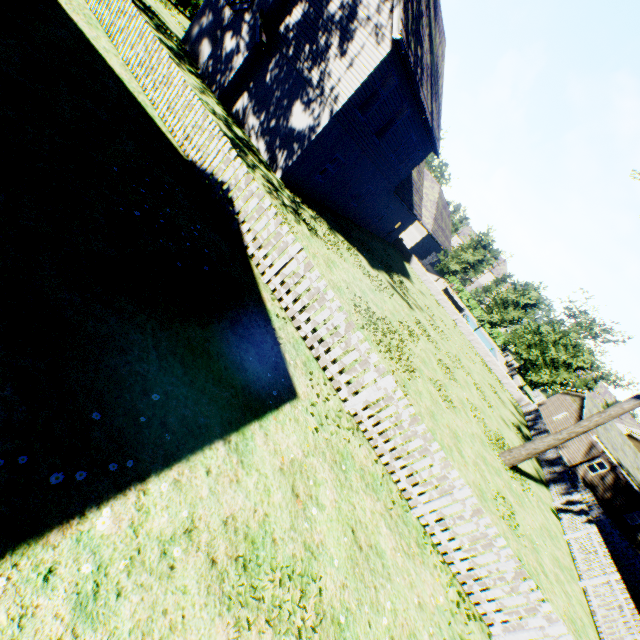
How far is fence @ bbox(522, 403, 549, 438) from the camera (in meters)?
23.30

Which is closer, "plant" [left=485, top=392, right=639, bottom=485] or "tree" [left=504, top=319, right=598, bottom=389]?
"plant" [left=485, top=392, right=639, bottom=485]

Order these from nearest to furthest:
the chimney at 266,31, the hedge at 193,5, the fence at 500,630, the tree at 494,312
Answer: the fence at 500,630, the chimney at 266,31, the hedge at 193,5, the tree at 494,312

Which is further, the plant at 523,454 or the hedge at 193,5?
the hedge at 193,5

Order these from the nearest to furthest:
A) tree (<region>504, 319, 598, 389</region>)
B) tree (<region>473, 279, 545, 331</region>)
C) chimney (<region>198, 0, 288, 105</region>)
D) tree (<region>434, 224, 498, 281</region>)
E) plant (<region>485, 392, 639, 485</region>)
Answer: plant (<region>485, 392, 639, 485</region>) < chimney (<region>198, 0, 288, 105</region>) < tree (<region>504, 319, 598, 389</region>) < tree (<region>473, 279, 545, 331</region>) < tree (<region>434, 224, 498, 281</region>)

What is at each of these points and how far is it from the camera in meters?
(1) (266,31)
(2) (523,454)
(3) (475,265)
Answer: (1) chimney, 14.2 m
(2) plant, 13.5 m
(3) tree, 32.3 m

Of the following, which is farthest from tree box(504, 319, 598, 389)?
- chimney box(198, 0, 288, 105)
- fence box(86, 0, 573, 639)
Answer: chimney box(198, 0, 288, 105)

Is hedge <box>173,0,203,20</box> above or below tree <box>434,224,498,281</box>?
below
